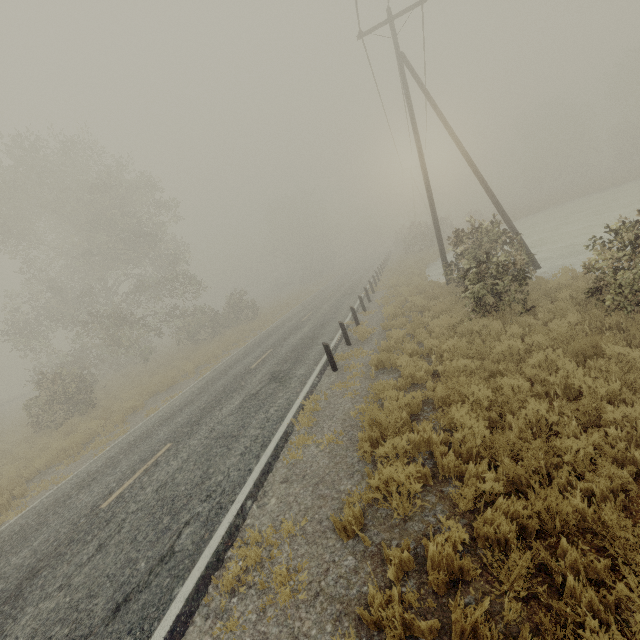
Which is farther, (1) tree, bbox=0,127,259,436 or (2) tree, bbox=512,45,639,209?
(2) tree, bbox=512,45,639,209

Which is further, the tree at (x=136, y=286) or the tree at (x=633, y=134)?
the tree at (x=633, y=134)

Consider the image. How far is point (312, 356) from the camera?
12.6 meters
